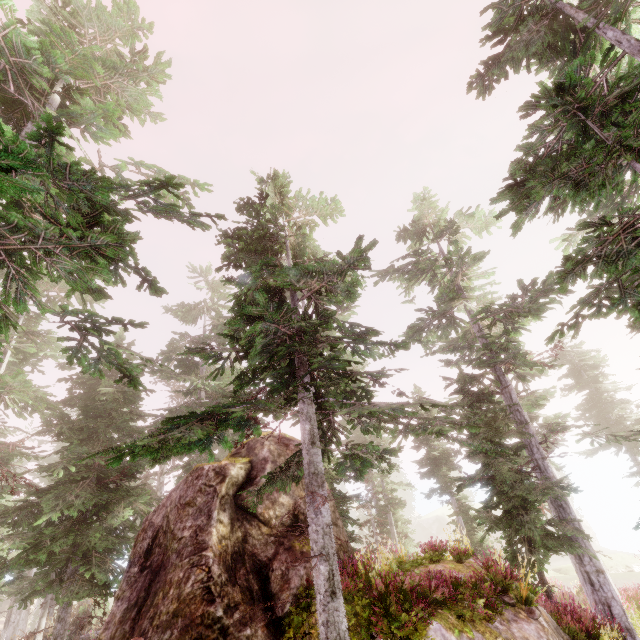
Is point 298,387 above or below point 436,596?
above

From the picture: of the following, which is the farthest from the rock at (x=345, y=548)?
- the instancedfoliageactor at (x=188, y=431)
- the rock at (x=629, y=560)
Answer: the rock at (x=629, y=560)

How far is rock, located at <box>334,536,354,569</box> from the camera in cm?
1008

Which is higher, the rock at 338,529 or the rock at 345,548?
the rock at 338,529

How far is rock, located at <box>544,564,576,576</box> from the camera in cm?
2995

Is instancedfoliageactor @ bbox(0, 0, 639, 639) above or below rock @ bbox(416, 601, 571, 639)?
above

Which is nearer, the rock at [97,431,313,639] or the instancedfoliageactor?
the instancedfoliageactor
